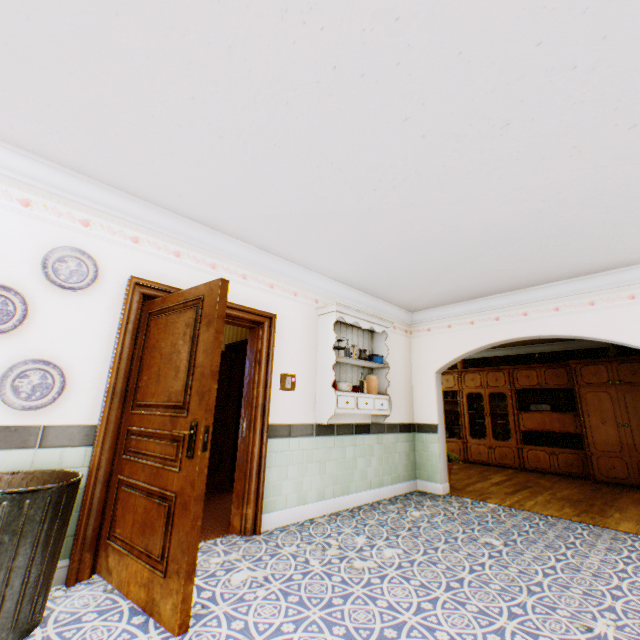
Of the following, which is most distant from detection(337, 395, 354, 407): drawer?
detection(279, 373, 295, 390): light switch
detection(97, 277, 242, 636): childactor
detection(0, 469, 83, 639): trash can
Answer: detection(0, 469, 83, 639): trash can

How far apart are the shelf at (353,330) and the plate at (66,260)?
2.65m

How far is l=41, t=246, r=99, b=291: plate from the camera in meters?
2.6

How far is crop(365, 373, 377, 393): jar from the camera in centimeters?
489cm

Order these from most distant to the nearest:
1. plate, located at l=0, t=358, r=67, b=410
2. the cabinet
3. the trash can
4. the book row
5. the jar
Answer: the book row → the cabinet → the jar → plate, located at l=0, t=358, r=67, b=410 → the trash can

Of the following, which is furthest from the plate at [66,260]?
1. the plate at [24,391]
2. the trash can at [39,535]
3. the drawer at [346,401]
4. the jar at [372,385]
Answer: the jar at [372,385]

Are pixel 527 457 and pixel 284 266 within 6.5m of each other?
no

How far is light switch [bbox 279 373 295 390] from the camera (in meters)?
4.02
